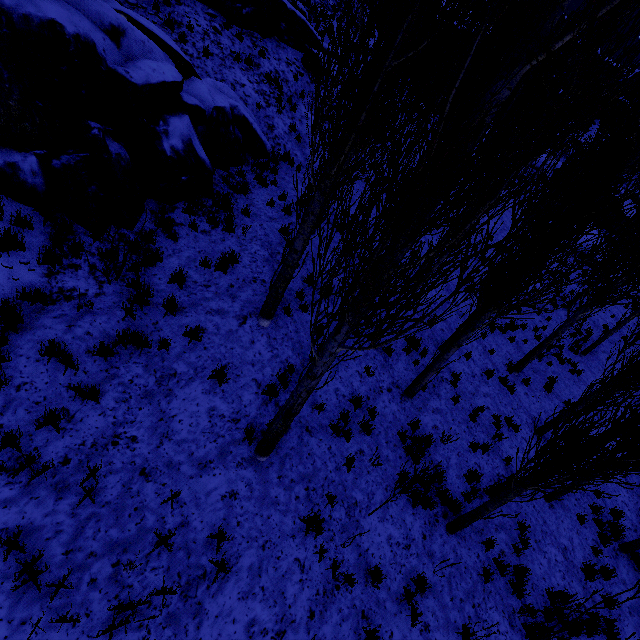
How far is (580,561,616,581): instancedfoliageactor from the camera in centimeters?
814cm

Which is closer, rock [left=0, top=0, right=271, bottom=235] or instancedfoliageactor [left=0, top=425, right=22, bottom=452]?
instancedfoliageactor [left=0, top=425, right=22, bottom=452]

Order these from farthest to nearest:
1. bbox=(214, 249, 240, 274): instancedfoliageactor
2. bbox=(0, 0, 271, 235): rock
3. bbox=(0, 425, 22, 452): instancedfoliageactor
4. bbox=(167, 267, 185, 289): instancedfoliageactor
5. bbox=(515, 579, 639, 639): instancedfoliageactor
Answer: bbox=(214, 249, 240, 274): instancedfoliageactor → bbox=(167, 267, 185, 289): instancedfoliageactor → bbox=(0, 0, 271, 235): rock → bbox=(0, 425, 22, 452): instancedfoliageactor → bbox=(515, 579, 639, 639): instancedfoliageactor

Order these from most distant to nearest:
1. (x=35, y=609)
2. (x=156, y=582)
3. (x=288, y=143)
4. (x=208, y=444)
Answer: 1. (x=288, y=143)
2. (x=208, y=444)
3. (x=156, y=582)
4. (x=35, y=609)

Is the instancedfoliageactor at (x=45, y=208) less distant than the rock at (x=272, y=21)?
Yes

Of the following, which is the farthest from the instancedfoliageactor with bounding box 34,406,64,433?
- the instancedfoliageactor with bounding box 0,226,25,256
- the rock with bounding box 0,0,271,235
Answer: the instancedfoliageactor with bounding box 0,226,25,256

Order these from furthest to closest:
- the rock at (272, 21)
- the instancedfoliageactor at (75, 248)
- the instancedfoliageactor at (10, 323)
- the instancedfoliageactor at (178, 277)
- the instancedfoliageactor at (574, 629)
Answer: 1. the rock at (272, 21)
2. the instancedfoliageactor at (178, 277)
3. the instancedfoliageactor at (75, 248)
4. the instancedfoliageactor at (10, 323)
5. the instancedfoliageactor at (574, 629)

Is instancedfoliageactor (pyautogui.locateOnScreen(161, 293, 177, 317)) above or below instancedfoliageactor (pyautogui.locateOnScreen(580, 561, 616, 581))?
above
